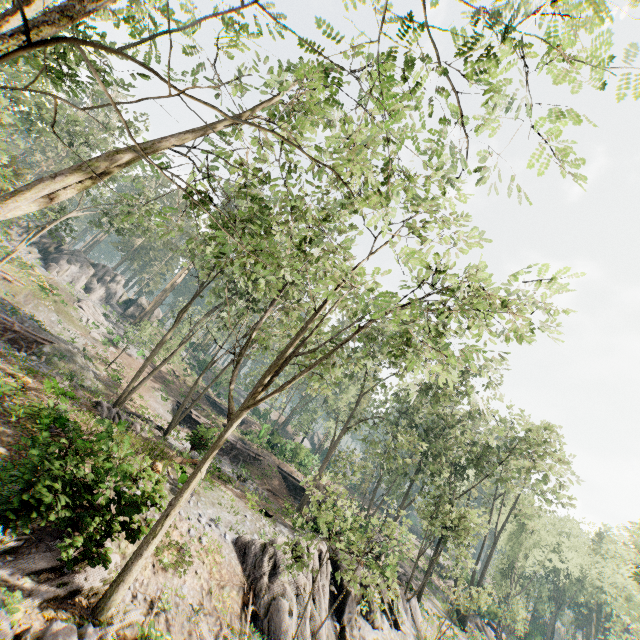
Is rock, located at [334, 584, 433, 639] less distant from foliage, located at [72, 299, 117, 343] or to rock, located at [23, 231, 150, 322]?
foliage, located at [72, 299, 117, 343]

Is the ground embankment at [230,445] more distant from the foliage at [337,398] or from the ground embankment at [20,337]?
the foliage at [337,398]

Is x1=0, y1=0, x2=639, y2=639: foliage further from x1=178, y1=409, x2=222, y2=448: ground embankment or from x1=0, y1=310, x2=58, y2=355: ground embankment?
x1=178, y1=409, x2=222, y2=448: ground embankment

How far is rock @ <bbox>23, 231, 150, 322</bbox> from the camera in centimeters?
4422cm

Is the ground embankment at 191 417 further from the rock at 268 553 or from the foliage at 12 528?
the foliage at 12 528

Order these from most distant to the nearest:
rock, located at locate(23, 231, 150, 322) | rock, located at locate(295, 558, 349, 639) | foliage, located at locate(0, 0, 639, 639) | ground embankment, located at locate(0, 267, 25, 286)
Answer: rock, located at locate(23, 231, 150, 322)
ground embankment, located at locate(0, 267, 25, 286)
rock, located at locate(295, 558, 349, 639)
foliage, located at locate(0, 0, 639, 639)

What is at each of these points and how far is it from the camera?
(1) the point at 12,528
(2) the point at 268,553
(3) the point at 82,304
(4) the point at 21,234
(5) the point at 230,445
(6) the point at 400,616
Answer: (1) foliage, 7.50m
(2) rock, 14.95m
(3) foliage, 38.91m
(4) rock, 43.53m
(5) ground embankment, 33.59m
(6) rock, 21.12m
